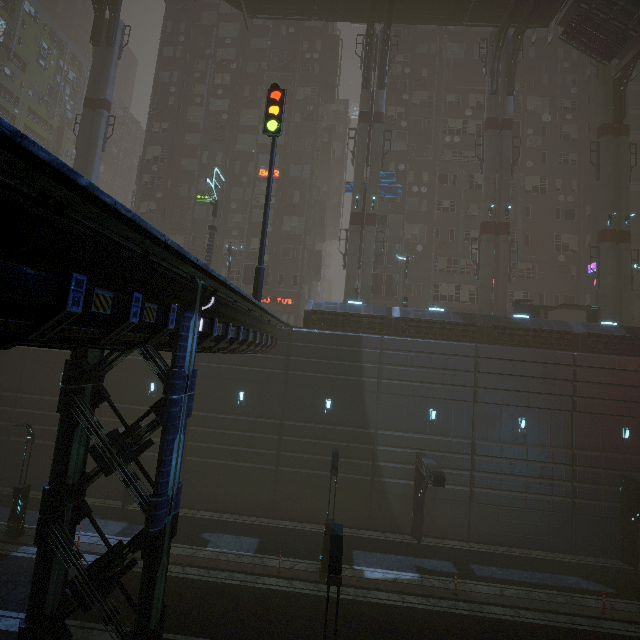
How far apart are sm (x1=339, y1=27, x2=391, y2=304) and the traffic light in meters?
11.8 m

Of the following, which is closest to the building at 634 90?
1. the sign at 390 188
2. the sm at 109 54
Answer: the sm at 109 54

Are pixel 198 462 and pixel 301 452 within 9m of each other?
yes

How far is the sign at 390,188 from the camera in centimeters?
2767cm

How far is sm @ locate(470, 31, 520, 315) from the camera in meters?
25.2 m

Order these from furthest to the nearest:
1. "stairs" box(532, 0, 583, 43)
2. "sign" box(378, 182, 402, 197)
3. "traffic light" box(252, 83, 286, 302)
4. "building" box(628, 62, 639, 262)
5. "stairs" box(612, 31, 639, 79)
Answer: "building" box(628, 62, 639, 262)
"sign" box(378, 182, 402, 197)
"stairs" box(532, 0, 583, 43)
"stairs" box(612, 31, 639, 79)
"traffic light" box(252, 83, 286, 302)

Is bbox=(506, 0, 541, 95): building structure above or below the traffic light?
above

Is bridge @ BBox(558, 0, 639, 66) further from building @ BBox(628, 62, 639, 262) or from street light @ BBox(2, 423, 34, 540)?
street light @ BBox(2, 423, 34, 540)
